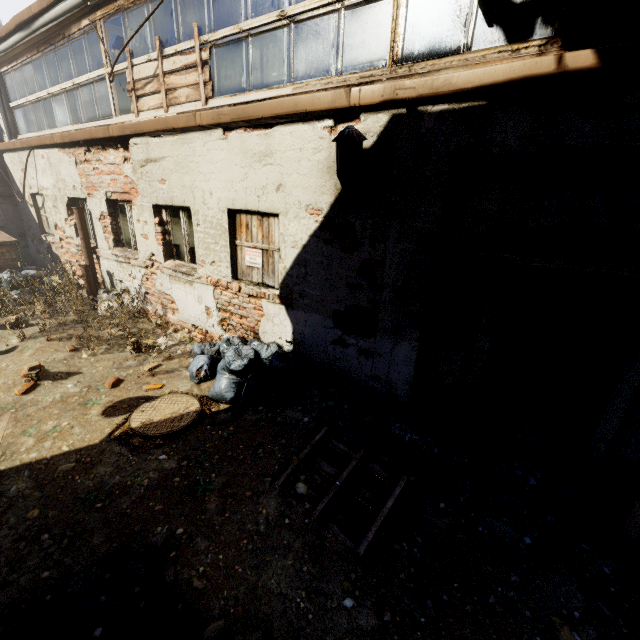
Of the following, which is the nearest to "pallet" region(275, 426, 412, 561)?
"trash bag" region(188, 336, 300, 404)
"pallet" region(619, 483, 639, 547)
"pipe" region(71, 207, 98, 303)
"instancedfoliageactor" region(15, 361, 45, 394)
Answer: "trash bag" region(188, 336, 300, 404)

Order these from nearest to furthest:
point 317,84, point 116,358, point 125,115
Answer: point 317,84, point 116,358, point 125,115

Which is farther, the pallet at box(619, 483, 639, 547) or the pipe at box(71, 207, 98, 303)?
the pipe at box(71, 207, 98, 303)

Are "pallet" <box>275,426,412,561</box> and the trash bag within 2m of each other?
yes

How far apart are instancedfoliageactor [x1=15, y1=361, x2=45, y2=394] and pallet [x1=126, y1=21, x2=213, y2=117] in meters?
4.7 m

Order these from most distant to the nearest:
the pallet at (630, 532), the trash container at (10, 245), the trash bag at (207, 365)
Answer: the trash container at (10, 245) → the trash bag at (207, 365) → the pallet at (630, 532)

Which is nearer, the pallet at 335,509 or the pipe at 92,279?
the pallet at 335,509

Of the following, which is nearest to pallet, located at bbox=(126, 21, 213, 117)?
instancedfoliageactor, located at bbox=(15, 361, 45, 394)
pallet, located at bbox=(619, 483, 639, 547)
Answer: instancedfoliageactor, located at bbox=(15, 361, 45, 394)
